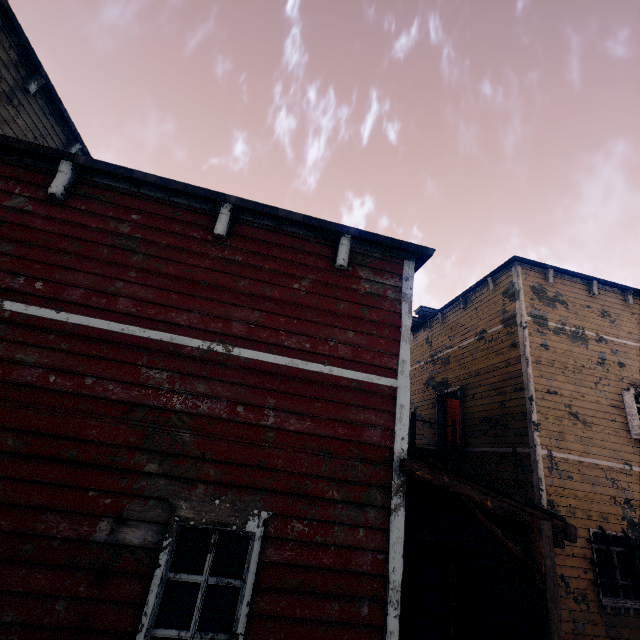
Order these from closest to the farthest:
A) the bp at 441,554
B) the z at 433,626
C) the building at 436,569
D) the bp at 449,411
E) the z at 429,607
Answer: the bp at 441,554, the building at 436,569, the z at 433,626, the z at 429,607, the bp at 449,411

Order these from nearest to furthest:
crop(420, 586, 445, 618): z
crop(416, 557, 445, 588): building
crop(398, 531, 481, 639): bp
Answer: crop(398, 531, 481, 639): bp → crop(416, 557, 445, 588): building → crop(420, 586, 445, 618): z

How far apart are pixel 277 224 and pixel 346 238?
1.0 meters

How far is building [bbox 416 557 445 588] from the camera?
6.14m

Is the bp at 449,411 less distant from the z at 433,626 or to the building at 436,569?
the building at 436,569

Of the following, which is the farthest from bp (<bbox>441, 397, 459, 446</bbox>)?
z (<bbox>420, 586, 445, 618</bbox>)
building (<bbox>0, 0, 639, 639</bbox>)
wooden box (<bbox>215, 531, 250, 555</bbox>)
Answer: wooden box (<bbox>215, 531, 250, 555</bbox>)

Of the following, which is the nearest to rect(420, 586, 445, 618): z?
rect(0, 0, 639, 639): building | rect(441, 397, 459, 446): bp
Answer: rect(0, 0, 639, 639): building

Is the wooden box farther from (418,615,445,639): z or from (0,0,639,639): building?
(418,615,445,639): z
